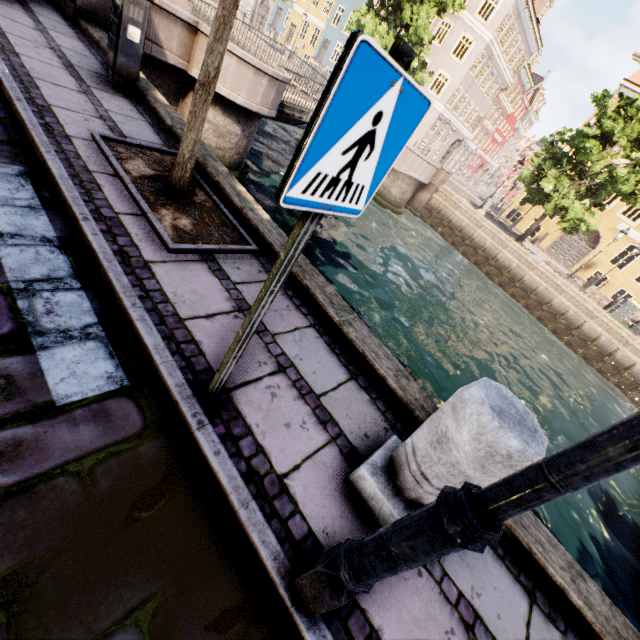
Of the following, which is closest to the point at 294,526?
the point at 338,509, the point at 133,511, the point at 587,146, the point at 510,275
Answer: the point at 338,509

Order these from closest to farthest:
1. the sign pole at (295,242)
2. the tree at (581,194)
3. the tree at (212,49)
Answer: the sign pole at (295,242) < the tree at (212,49) < the tree at (581,194)

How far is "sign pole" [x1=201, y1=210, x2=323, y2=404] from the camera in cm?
130

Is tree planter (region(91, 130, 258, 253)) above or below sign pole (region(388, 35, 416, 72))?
below

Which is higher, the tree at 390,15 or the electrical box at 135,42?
the tree at 390,15

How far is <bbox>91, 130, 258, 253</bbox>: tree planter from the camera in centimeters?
306cm

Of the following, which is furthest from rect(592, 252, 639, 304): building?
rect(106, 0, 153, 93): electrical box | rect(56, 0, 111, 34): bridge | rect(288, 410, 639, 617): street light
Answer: rect(288, 410, 639, 617): street light

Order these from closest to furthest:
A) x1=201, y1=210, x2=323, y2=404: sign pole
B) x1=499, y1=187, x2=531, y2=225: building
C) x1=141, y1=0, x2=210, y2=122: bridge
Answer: x1=201, y1=210, x2=323, y2=404: sign pole → x1=141, y1=0, x2=210, y2=122: bridge → x1=499, y1=187, x2=531, y2=225: building
